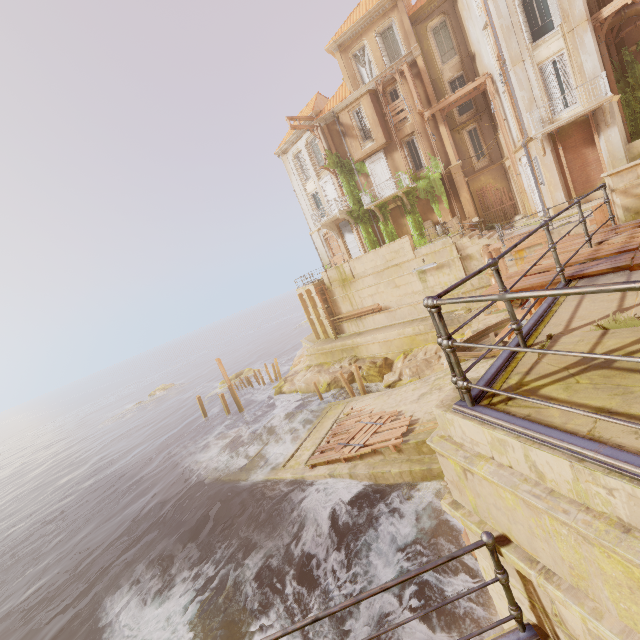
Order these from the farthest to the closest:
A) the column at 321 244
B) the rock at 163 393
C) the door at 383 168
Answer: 1. the rock at 163 393
2. the column at 321 244
3. the door at 383 168

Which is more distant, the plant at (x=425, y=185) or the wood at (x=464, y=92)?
the plant at (x=425, y=185)

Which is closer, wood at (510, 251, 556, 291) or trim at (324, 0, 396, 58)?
wood at (510, 251, 556, 291)

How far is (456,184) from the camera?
23.7 meters

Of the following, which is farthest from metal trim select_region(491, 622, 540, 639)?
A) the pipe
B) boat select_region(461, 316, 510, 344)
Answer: the pipe

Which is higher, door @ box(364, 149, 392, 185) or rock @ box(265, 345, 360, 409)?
door @ box(364, 149, 392, 185)

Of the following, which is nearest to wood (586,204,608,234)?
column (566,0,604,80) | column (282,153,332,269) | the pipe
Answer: column (566,0,604,80)

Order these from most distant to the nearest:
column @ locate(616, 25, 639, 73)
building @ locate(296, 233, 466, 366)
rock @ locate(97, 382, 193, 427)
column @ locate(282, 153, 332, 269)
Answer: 1. rock @ locate(97, 382, 193, 427)
2. column @ locate(282, 153, 332, 269)
3. building @ locate(296, 233, 466, 366)
4. column @ locate(616, 25, 639, 73)
